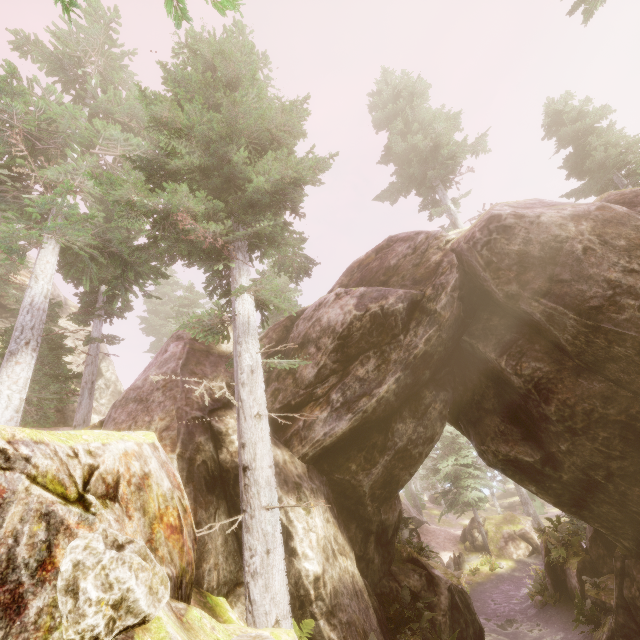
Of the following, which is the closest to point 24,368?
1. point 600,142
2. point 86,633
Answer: point 86,633

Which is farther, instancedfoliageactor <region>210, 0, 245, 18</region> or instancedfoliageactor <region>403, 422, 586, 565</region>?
instancedfoliageactor <region>403, 422, 586, 565</region>

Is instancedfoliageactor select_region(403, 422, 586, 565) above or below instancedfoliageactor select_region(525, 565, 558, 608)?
above

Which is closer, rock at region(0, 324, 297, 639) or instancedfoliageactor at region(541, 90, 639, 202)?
rock at region(0, 324, 297, 639)

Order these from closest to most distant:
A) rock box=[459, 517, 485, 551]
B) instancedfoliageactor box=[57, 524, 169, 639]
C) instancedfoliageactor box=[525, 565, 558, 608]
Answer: instancedfoliageactor box=[57, 524, 169, 639] → instancedfoliageactor box=[525, 565, 558, 608] → rock box=[459, 517, 485, 551]

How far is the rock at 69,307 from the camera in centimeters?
2933cm

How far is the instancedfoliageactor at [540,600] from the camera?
17.58m
